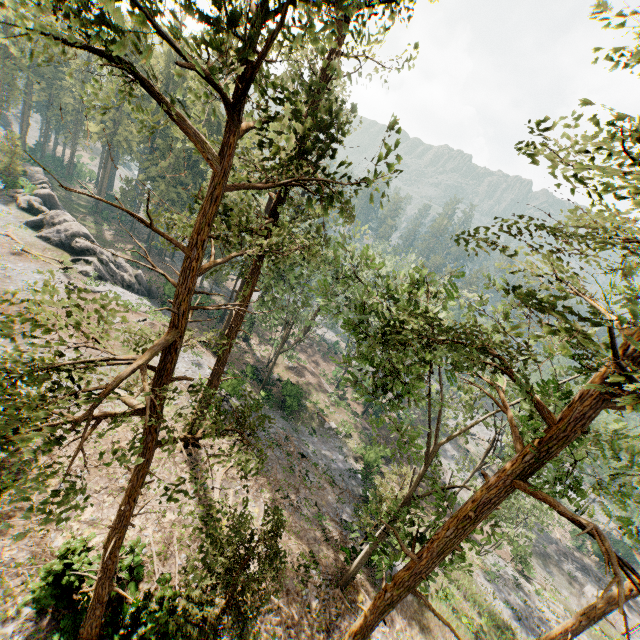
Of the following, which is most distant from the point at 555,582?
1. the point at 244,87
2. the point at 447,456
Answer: the point at 244,87

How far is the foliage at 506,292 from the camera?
6.73m

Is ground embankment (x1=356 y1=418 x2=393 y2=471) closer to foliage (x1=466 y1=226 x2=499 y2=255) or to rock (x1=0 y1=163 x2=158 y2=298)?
foliage (x1=466 y1=226 x2=499 y2=255)

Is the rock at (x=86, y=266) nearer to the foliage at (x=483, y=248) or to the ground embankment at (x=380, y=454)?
the foliage at (x=483, y=248)

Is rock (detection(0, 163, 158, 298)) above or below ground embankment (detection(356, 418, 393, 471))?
above

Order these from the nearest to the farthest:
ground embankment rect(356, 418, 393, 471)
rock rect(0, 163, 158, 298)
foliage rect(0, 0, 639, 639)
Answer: foliage rect(0, 0, 639, 639) < ground embankment rect(356, 418, 393, 471) < rock rect(0, 163, 158, 298)
